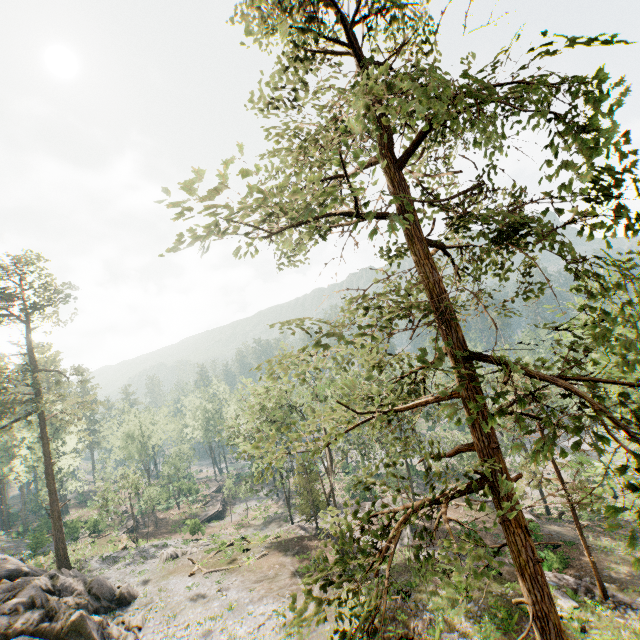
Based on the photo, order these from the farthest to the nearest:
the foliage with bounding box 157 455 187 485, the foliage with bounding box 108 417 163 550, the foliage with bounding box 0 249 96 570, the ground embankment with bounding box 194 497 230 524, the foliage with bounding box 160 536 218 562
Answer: the foliage with bounding box 157 455 187 485, the ground embankment with bounding box 194 497 230 524, the foliage with bounding box 108 417 163 550, the foliage with bounding box 160 536 218 562, the foliage with bounding box 0 249 96 570

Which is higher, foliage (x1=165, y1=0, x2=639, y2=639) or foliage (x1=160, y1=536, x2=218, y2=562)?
foliage (x1=165, y1=0, x2=639, y2=639)

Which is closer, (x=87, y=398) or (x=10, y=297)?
(x=10, y=297)

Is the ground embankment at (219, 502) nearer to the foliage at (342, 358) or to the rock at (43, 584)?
the foliage at (342, 358)

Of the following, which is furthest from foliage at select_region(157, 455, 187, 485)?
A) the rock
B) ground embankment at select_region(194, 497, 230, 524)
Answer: ground embankment at select_region(194, 497, 230, 524)

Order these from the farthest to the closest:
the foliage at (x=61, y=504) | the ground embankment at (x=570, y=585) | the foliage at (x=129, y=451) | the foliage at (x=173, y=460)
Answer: the foliage at (x=173, y=460) → the foliage at (x=129, y=451) → the foliage at (x=61, y=504) → the ground embankment at (x=570, y=585)

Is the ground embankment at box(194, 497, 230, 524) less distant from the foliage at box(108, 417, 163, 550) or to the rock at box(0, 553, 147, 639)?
the foliage at box(108, 417, 163, 550)

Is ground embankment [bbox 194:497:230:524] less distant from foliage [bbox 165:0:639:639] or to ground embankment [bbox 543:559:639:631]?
foliage [bbox 165:0:639:639]
